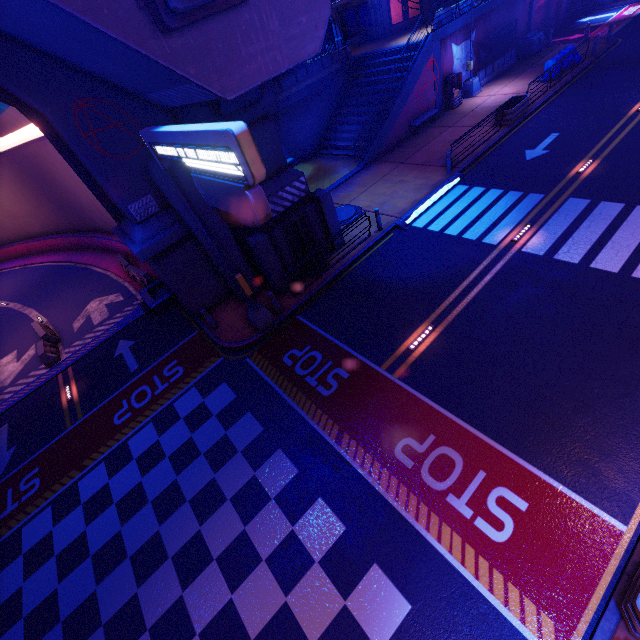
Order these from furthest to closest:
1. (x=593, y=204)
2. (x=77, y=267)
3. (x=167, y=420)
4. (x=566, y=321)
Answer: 1. (x=77, y=267)
2. (x=593, y=204)
3. (x=167, y=420)
4. (x=566, y=321)

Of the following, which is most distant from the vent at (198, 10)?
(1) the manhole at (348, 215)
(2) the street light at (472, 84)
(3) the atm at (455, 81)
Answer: (2) the street light at (472, 84)

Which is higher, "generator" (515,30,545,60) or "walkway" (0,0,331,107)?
"walkway" (0,0,331,107)

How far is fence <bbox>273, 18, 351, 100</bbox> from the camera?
21.7 meters

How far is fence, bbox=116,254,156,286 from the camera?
17.8 meters

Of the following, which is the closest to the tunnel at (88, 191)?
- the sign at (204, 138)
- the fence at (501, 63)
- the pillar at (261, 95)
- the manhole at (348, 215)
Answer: the pillar at (261, 95)

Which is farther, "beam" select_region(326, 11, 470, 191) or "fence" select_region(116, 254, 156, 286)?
"beam" select_region(326, 11, 470, 191)

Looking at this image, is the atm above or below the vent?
below
